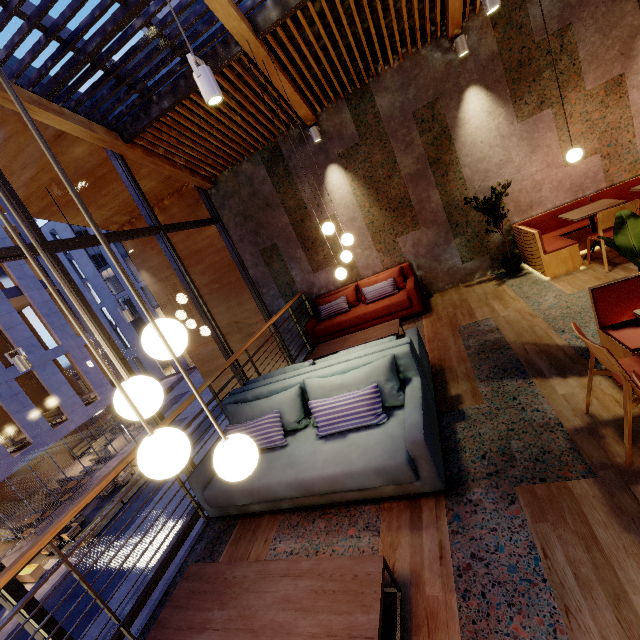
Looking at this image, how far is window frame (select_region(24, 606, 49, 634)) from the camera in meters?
2.8 m

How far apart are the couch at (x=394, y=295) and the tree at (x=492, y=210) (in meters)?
1.60

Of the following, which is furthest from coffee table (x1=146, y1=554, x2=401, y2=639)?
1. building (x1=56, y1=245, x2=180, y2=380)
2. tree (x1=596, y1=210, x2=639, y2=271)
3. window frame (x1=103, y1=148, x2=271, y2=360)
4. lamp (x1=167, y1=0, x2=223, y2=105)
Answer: building (x1=56, y1=245, x2=180, y2=380)

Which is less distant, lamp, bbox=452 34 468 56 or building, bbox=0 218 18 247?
lamp, bbox=452 34 468 56

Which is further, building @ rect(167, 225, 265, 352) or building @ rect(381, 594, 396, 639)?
building @ rect(167, 225, 265, 352)

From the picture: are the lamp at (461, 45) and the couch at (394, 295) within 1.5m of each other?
no

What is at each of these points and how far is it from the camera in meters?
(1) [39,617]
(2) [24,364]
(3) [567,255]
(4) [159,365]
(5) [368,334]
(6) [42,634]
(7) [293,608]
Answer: (1) window frame, 2.8 m
(2) lamp, 4.7 m
(3) seat, 4.9 m
(4) building, 38.1 m
(5) coffee table, 5.4 m
(6) window frame, 2.8 m
(7) coffee table, 1.9 m

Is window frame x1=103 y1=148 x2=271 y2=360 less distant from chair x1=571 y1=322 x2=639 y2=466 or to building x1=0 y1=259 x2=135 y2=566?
chair x1=571 y1=322 x2=639 y2=466
